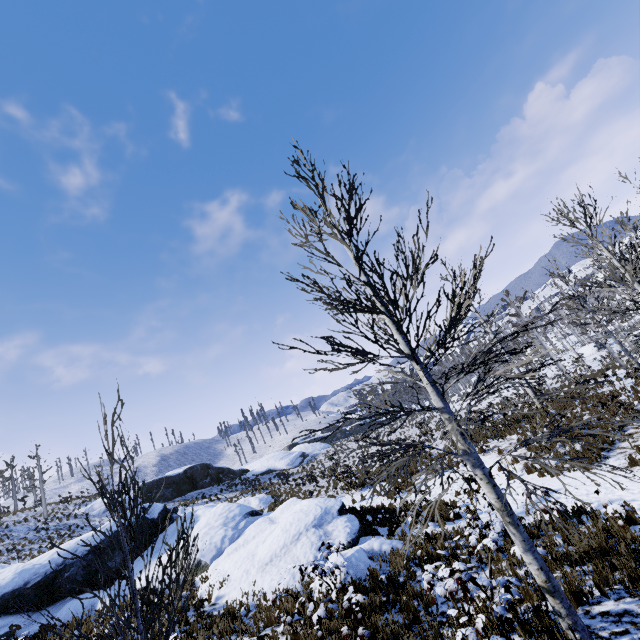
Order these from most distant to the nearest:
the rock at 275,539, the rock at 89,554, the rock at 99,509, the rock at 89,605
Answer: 1. the rock at 99,509
2. the rock at 89,554
3. the rock at 89,605
4. the rock at 275,539

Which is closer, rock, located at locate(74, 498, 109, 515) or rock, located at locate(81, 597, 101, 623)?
rock, located at locate(81, 597, 101, 623)

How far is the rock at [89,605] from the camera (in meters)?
11.63

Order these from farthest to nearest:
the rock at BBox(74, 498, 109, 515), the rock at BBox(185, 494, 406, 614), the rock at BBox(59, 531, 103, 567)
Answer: the rock at BBox(74, 498, 109, 515) → the rock at BBox(59, 531, 103, 567) → the rock at BBox(185, 494, 406, 614)

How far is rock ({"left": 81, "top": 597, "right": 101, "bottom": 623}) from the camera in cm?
1163

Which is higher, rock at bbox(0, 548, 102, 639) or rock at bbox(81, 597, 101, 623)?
rock at bbox(0, 548, 102, 639)

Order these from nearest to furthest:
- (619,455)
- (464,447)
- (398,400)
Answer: (464,447)
(398,400)
(619,455)
